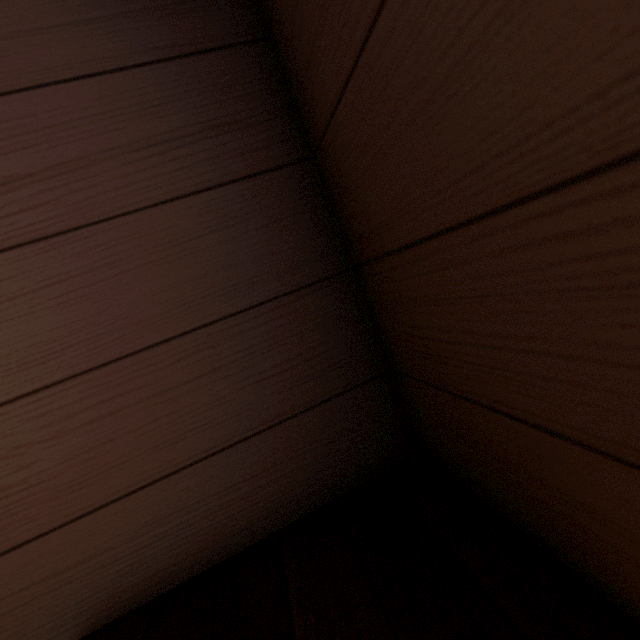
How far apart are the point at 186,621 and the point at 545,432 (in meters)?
0.58
